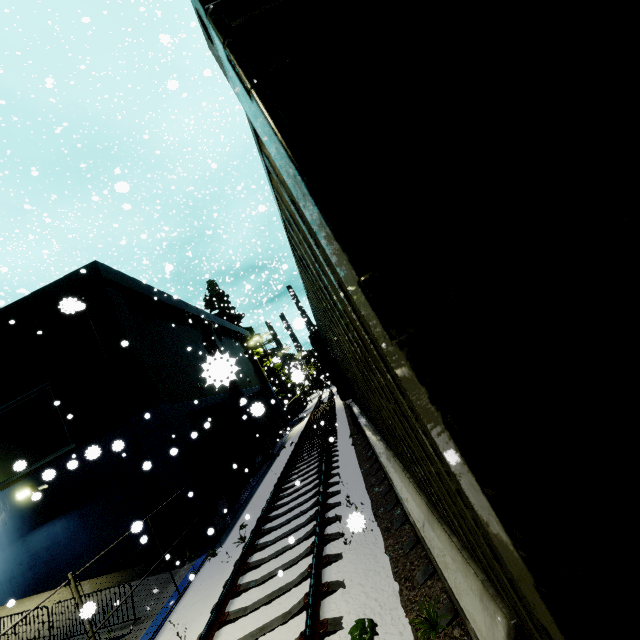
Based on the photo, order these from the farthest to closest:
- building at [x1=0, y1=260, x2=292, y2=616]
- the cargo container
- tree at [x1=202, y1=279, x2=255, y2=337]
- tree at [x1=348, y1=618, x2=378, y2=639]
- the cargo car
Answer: tree at [x1=202, y1=279, x2=255, y2=337] → the cargo car → building at [x1=0, y1=260, x2=292, y2=616] → tree at [x1=348, y1=618, x2=378, y2=639] → the cargo container

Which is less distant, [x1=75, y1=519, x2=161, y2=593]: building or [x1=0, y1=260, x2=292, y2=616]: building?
[x1=75, y1=519, x2=161, y2=593]: building

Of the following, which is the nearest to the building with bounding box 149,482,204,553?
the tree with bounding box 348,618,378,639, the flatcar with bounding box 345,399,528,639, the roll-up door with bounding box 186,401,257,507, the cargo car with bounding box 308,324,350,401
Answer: the roll-up door with bounding box 186,401,257,507

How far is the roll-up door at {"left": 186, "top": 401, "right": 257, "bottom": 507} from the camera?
14.76m

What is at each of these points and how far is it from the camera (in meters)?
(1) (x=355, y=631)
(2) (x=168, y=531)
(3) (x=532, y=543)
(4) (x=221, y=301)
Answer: (1) tree, 3.83
(2) building, 11.14
(3) cargo container, 0.60
(4) tree, 37.56

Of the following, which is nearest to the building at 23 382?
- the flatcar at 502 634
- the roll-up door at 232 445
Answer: the roll-up door at 232 445

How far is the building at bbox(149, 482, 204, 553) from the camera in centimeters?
1071cm

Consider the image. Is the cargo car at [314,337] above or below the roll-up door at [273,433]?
above
